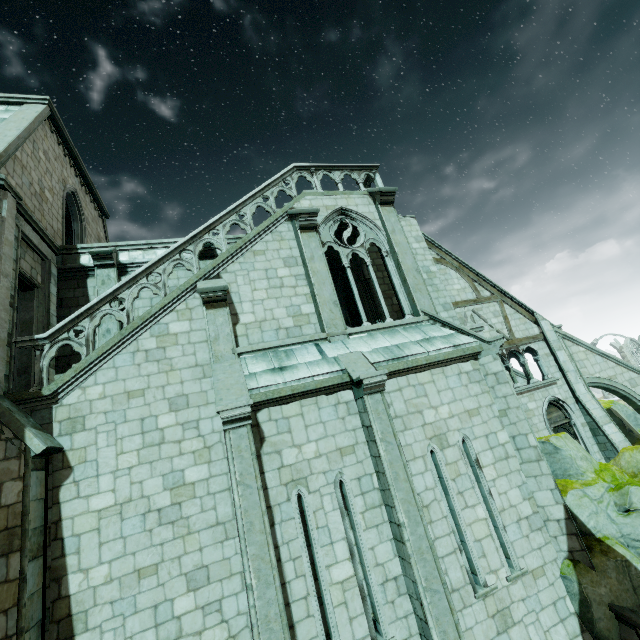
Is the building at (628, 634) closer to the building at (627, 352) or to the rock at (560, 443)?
the rock at (560, 443)

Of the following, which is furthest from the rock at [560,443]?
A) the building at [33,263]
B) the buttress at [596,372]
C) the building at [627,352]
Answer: the building at [627,352]

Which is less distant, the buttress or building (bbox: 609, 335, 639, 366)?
the buttress

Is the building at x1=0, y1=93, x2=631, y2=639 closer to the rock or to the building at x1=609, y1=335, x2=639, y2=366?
the rock

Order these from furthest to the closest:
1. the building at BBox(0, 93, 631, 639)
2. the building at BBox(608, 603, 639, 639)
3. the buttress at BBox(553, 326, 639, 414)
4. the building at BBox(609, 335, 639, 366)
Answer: the building at BBox(609, 335, 639, 366) → the buttress at BBox(553, 326, 639, 414) → the building at BBox(608, 603, 639, 639) → the building at BBox(0, 93, 631, 639)

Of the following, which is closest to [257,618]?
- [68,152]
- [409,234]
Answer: [409,234]

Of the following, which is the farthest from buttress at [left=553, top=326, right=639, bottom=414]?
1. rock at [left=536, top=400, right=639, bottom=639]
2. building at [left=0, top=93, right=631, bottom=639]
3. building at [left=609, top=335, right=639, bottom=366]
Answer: building at [left=609, top=335, right=639, bottom=366]
